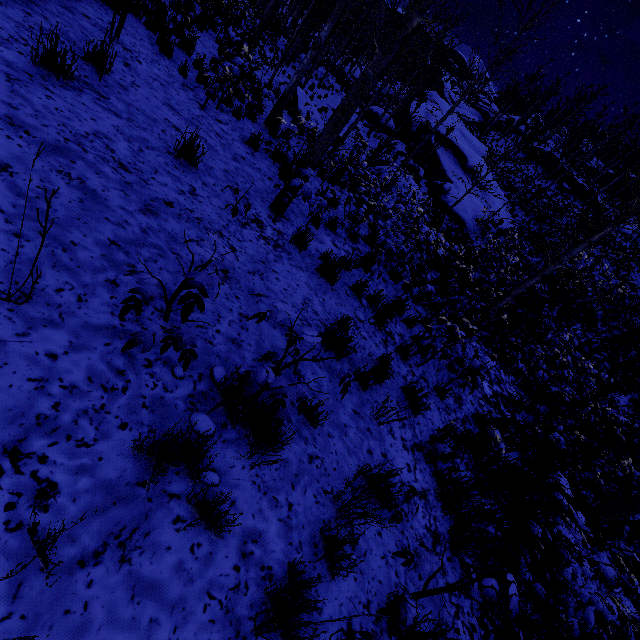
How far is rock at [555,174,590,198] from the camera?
37.9 meters

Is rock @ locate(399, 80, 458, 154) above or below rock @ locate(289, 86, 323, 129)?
above

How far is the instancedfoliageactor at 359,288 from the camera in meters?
5.7

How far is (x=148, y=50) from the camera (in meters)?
6.05

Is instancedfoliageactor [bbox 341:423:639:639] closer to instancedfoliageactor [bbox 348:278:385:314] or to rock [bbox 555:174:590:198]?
instancedfoliageactor [bbox 348:278:385:314]

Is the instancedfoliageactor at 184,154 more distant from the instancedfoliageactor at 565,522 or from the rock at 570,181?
the instancedfoliageactor at 565,522

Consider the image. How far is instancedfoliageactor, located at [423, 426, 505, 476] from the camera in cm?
353
